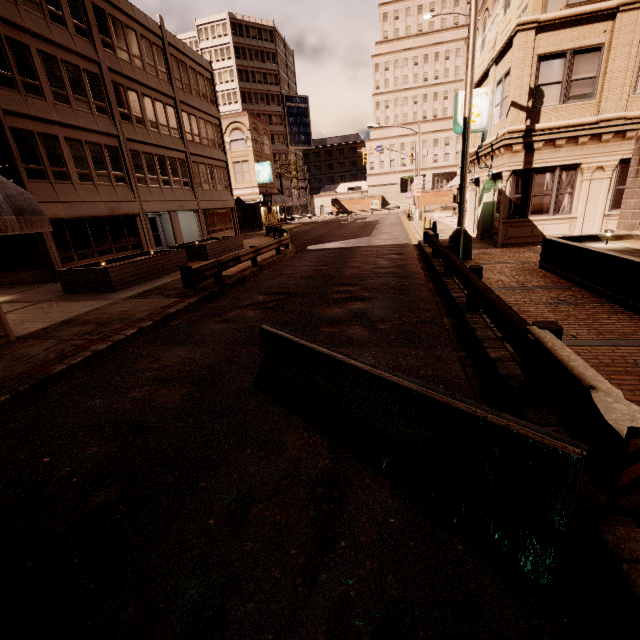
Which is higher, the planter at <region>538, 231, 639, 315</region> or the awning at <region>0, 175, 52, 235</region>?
the awning at <region>0, 175, 52, 235</region>

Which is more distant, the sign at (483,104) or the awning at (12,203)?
the sign at (483,104)

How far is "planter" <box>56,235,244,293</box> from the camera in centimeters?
1253cm

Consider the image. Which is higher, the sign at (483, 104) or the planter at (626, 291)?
the sign at (483, 104)

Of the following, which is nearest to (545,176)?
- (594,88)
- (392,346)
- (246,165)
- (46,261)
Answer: (594,88)

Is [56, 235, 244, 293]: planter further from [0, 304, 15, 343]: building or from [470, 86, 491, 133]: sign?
[470, 86, 491, 133]: sign

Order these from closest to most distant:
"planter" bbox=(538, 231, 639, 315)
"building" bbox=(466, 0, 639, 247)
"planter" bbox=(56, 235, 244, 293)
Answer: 1. "planter" bbox=(538, 231, 639, 315)
2. "building" bbox=(466, 0, 639, 247)
3. "planter" bbox=(56, 235, 244, 293)

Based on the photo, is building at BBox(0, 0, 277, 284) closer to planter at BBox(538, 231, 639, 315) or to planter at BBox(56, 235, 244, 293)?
planter at BBox(56, 235, 244, 293)
